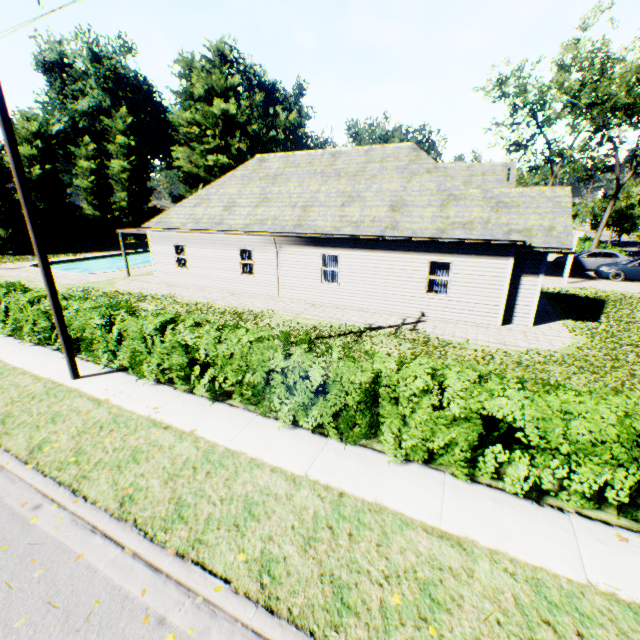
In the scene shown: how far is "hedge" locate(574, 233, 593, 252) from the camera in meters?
32.8

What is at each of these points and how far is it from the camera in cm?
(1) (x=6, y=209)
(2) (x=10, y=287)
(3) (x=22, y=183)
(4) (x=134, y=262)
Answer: (1) tree, 3122
(2) hedge, 1199
(3) power line pole, 717
(4) swimming pool, 3631

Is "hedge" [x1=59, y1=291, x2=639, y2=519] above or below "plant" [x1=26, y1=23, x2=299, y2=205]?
below

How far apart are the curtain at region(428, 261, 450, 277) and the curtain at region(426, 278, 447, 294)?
0.1m

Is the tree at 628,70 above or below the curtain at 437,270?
above

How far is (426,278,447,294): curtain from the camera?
13.90m

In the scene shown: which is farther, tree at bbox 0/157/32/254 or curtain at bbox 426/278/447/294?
tree at bbox 0/157/32/254

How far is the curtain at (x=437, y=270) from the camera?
13.65m
